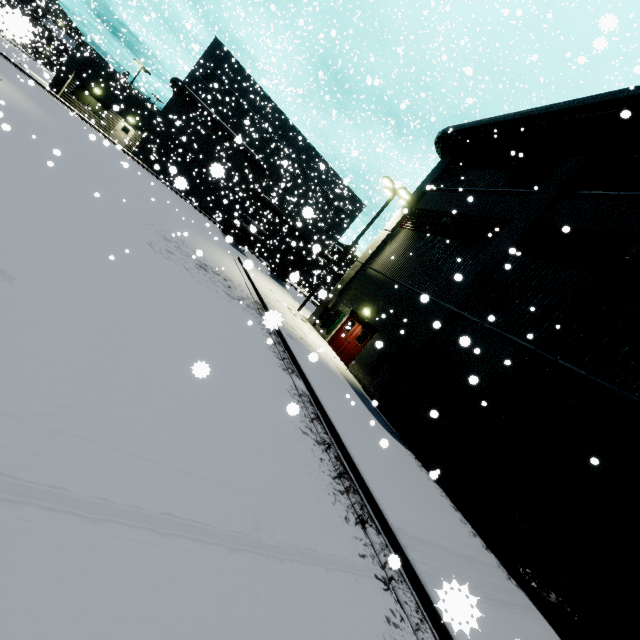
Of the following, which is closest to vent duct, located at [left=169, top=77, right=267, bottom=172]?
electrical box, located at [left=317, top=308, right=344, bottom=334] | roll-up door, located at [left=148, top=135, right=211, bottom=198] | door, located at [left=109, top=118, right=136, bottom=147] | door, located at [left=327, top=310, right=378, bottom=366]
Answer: roll-up door, located at [left=148, top=135, right=211, bottom=198]

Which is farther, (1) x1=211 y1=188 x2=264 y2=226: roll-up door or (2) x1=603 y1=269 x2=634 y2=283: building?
(1) x1=211 y1=188 x2=264 y2=226: roll-up door

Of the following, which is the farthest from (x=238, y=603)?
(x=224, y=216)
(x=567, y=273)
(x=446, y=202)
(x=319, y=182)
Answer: (x=319, y=182)

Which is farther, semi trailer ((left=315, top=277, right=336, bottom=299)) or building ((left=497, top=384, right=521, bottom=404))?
building ((left=497, top=384, right=521, bottom=404))

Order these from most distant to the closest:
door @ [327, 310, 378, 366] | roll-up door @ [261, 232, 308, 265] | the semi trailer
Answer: roll-up door @ [261, 232, 308, 265], door @ [327, 310, 378, 366], the semi trailer

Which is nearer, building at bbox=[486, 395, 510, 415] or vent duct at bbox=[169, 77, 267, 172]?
building at bbox=[486, 395, 510, 415]

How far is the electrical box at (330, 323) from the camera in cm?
1816

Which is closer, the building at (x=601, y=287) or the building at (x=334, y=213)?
the building at (x=601, y=287)
